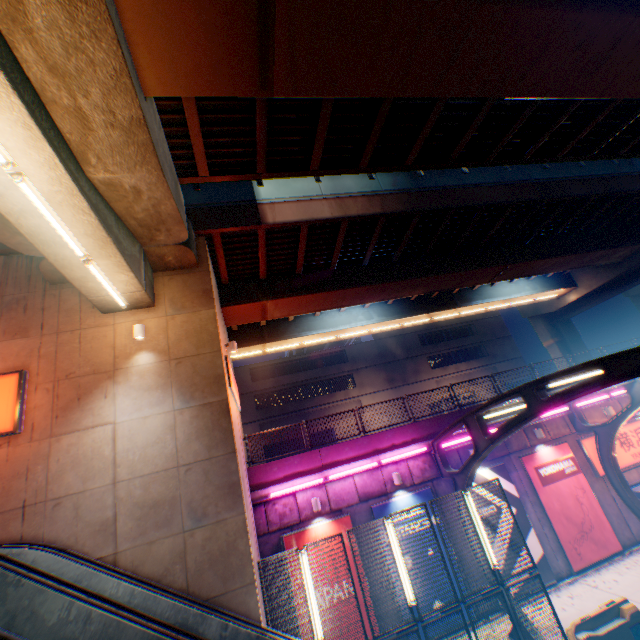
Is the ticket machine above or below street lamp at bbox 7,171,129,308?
below

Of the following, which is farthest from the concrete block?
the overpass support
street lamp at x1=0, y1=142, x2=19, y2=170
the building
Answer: the building

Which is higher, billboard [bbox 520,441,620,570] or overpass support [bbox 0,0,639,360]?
overpass support [bbox 0,0,639,360]

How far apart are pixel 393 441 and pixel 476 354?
32.2m

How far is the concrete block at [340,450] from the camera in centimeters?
1254cm

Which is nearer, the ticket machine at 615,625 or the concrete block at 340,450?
the ticket machine at 615,625

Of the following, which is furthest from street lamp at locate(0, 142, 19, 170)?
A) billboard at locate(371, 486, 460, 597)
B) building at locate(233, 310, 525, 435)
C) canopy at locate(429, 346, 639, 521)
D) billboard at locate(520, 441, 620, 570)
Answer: building at locate(233, 310, 525, 435)

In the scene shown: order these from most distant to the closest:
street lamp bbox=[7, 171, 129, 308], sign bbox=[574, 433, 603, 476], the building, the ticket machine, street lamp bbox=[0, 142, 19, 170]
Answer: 1. the building
2. sign bbox=[574, 433, 603, 476]
3. the ticket machine
4. street lamp bbox=[7, 171, 129, 308]
5. street lamp bbox=[0, 142, 19, 170]
